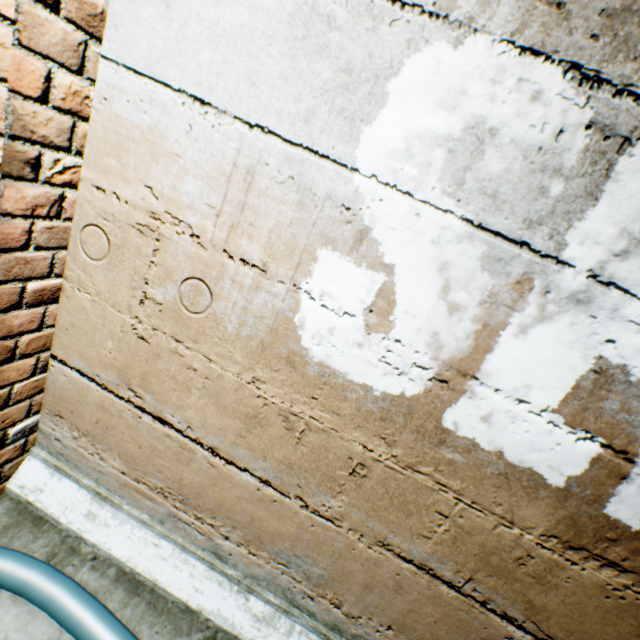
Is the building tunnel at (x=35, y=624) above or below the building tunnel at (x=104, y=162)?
below

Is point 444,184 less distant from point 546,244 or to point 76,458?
point 546,244

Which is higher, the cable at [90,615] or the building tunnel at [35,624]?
the cable at [90,615]

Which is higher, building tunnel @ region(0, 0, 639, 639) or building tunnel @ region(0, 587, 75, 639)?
building tunnel @ region(0, 0, 639, 639)

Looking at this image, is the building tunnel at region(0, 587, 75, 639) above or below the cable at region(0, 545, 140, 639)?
below
